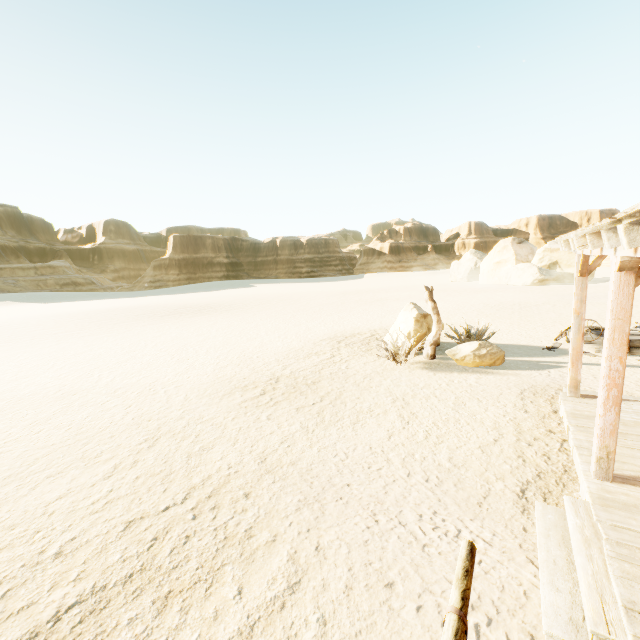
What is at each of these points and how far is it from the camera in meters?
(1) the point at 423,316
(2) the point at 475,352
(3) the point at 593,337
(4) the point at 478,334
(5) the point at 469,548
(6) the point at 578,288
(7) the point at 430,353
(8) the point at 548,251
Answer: (1) stone, 11.0
(2) stone, 9.2
(3) wagon, 9.8
(4) plant, 10.9
(5) hitch post, 2.3
(6) building, 5.6
(7) post, 10.2
(8) stone, 35.3

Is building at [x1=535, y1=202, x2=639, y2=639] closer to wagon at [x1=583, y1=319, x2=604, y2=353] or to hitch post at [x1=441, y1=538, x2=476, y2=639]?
hitch post at [x1=441, y1=538, x2=476, y2=639]

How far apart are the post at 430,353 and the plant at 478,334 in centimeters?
89cm

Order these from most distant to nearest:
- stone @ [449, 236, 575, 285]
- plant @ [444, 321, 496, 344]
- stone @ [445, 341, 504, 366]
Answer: stone @ [449, 236, 575, 285], plant @ [444, 321, 496, 344], stone @ [445, 341, 504, 366]

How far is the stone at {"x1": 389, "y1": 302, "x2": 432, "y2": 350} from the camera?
10.9m

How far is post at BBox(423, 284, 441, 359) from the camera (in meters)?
9.90

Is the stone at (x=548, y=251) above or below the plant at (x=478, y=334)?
above

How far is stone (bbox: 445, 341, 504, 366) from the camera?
9.09m
